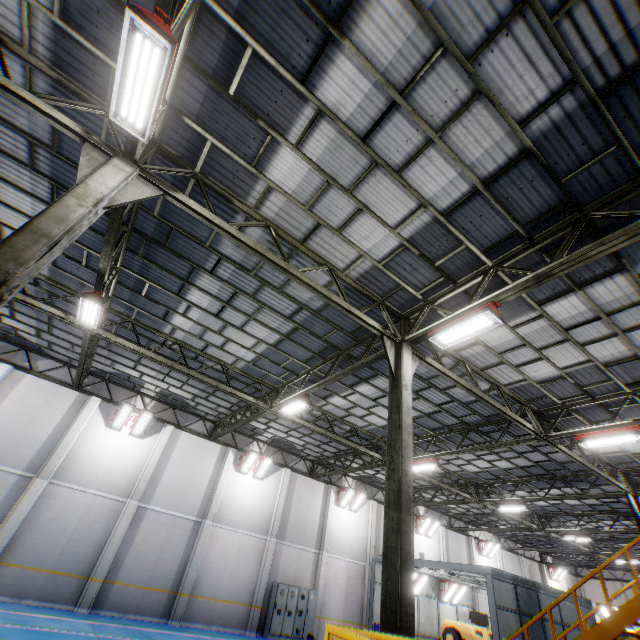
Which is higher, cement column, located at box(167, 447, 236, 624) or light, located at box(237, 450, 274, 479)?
light, located at box(237, 450, 274, 479)

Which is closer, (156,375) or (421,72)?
(421,72)

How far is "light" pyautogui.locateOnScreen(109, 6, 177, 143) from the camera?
4.16m

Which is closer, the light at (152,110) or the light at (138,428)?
the light at (152,110)

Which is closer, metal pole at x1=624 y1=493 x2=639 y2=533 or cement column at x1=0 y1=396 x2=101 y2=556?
cement column at x1=0 y1=396 x2=101 y2=556

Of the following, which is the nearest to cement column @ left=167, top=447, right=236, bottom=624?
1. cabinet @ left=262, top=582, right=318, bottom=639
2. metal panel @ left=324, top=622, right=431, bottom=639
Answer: cabinet @ left=262, top=582, right=318, bottom=639

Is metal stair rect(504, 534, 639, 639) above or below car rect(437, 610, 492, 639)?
above

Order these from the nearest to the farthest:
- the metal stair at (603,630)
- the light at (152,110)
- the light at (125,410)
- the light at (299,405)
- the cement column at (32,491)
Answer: the light at (152,110), the metal stair at (603,630), the light at (299,405), the cement column at (32,491), the light at (125,410)
